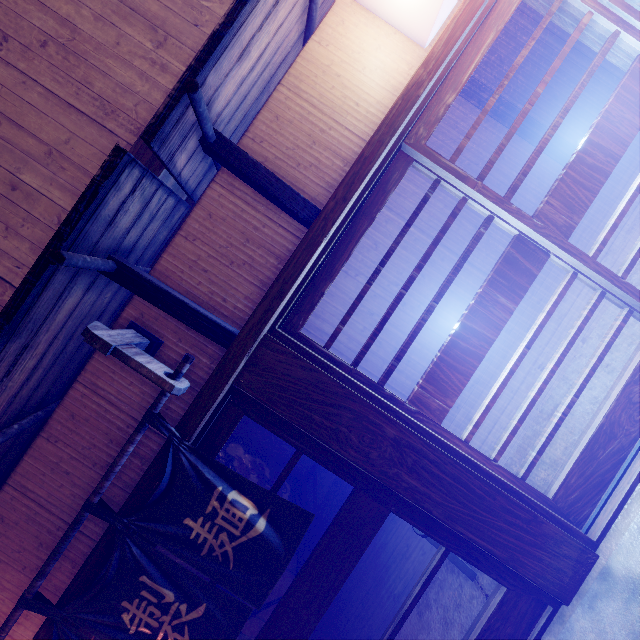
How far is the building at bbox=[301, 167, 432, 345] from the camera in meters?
11.7 m

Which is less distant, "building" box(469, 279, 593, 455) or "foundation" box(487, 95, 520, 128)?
"building" box(469, 279, 593, 455)

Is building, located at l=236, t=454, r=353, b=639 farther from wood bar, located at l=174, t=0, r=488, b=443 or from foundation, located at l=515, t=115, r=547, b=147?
foundation, located at l=515, t=115, r=547, b=147

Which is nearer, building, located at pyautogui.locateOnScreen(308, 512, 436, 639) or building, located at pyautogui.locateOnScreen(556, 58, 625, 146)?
building, located at pyautogui.locateOnScreen(308, 512, 436, 639)

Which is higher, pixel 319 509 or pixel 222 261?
pixel 222 261

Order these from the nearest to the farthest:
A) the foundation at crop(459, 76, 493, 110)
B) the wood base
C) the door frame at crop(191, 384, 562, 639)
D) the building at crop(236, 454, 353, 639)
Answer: the wood base, the door frame at crop(191, 384, 562, 639), the building at crop(236, 454, 353, 639), the foundation at crop(459, 76, 493, 110)

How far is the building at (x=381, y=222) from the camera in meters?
11.7 m

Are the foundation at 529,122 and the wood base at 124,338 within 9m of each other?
no
